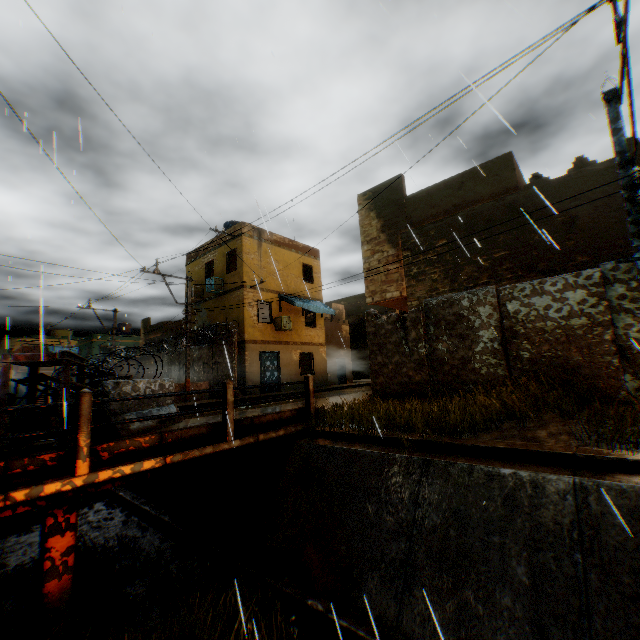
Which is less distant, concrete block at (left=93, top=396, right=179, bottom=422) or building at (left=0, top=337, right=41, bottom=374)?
concrete block at (left=93, top=396, right=179, bottom=422)

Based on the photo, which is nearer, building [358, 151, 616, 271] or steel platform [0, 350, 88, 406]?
steel platform [0, 350, 88, 406]

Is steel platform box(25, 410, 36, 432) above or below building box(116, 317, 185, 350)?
below

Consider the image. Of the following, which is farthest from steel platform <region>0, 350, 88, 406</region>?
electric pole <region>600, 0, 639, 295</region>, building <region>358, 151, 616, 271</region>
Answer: building <region>358, 151, 616, 271</region>

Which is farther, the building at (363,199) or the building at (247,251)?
the building at (363,199)

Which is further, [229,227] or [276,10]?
[229,227]

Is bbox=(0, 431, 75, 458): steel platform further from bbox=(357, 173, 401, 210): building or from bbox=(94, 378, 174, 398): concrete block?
bbox=(357, 173, 401, 210): building

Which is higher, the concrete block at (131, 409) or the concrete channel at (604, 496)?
the concrete block at (131, 409)
